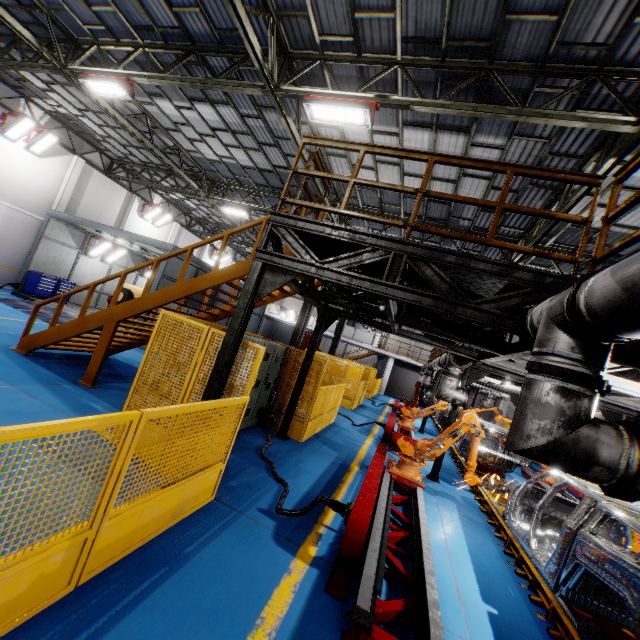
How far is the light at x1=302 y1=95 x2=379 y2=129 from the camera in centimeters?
699cm

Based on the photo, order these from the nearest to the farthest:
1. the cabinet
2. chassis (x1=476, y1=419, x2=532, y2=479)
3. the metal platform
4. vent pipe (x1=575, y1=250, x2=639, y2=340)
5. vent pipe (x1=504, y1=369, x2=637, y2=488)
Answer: vent pipe (x1=575, y1=250, x2=639, y2=340) < vent pipe (x1=504, y1=369, x2=637, y2=488) < the metal platform < the cabinet < chassis (x1=476, y1=419, x2=532, y2=479)

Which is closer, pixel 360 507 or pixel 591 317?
pixel 591 317

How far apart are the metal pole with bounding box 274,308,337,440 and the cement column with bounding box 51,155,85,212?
17.7 meters

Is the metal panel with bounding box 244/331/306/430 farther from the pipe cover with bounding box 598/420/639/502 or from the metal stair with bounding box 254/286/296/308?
the pipe cover with bounding box 598/420/639/502

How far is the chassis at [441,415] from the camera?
18.17m

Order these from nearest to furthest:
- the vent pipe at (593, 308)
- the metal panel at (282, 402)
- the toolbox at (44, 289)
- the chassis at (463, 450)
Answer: the vent pipe at (593, 308) → the metal panel at (282, 402) → the chassis at (463, 450) → the toolbox at (44, 289)

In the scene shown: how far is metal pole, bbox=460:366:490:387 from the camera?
9.2 meters
